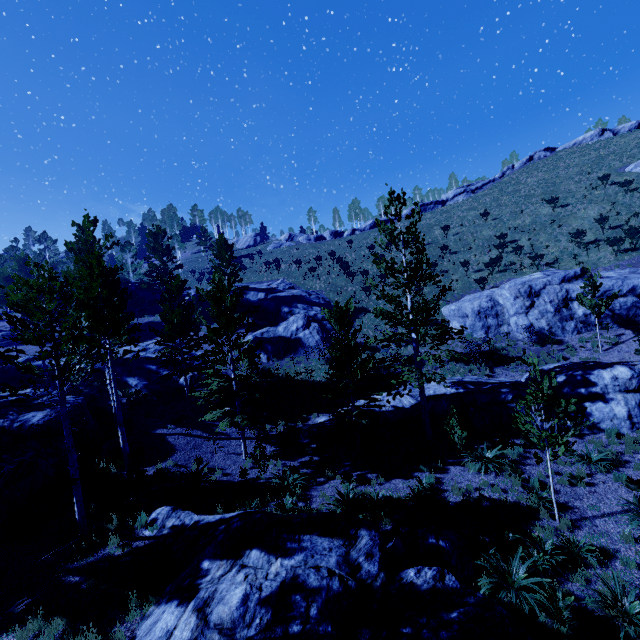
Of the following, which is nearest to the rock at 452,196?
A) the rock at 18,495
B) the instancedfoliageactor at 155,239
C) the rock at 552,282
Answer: the instancedfoliageactor at 155,239

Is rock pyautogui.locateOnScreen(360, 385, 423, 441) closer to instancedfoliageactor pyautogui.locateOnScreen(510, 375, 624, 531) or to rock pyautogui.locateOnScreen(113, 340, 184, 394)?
instancedfoliageactor pyautogui.locateOnScreen(510, 375, 624, 531)

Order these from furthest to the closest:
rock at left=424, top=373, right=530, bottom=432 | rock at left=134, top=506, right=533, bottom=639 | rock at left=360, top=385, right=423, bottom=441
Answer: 1. rock at left=360, top=385, right=423, bottom=441
2. rock at left=424, top=373, right=530, bottom=432
3. rock at left=134, top=506, right=533, bottom=639

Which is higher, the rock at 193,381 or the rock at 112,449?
the rock at 193,381

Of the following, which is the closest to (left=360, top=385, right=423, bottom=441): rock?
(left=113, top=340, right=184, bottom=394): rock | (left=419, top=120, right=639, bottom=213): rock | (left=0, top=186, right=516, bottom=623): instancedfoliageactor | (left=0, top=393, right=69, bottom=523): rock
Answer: (left=0, top=186, right=516, bottom=623): instancedfoliageactor

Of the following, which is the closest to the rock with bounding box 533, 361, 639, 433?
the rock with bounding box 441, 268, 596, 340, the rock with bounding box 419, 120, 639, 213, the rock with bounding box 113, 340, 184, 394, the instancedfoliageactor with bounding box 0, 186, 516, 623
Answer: the instancedfoliageactor with bounding box 0, 186, 516, 623

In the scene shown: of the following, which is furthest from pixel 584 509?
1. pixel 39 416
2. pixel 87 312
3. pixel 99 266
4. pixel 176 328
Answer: pixel 176 328

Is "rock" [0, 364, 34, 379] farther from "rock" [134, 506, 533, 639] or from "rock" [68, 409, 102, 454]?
"rock" [134, 506, 533, 639]
